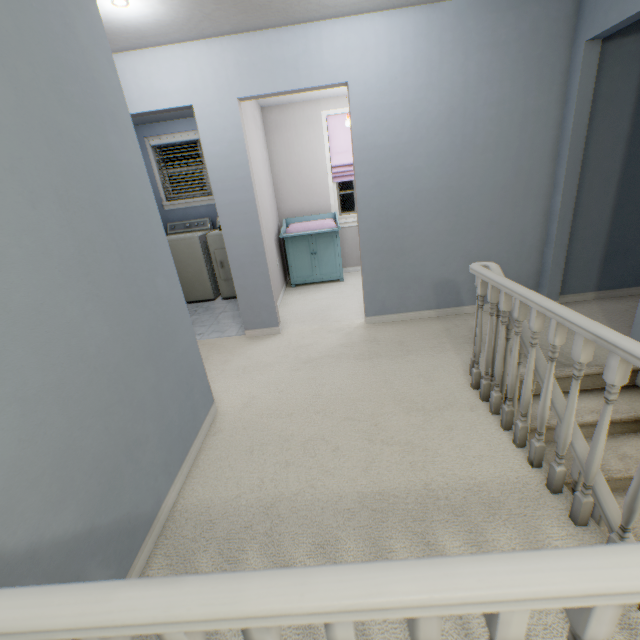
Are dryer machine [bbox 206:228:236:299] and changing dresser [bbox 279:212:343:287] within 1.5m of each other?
yes

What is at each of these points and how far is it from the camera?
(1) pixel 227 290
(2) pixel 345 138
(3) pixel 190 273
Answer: (1) dryer machine, 4.7 meters
(2) curtain, 4.7 meters
(3) washing machine, 4.6 meters

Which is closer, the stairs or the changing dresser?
the stairs

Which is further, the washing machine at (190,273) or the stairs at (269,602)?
the washing machine at (190,273)

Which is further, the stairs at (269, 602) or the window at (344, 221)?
the window at (344, 221)

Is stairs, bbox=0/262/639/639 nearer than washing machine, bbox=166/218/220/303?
Yes

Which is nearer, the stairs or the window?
the stairs

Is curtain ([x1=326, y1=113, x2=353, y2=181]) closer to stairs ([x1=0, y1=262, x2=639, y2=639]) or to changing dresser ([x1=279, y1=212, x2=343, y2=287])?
changing dresser ([x1=279, y1=212, x2=343, y2=287])
